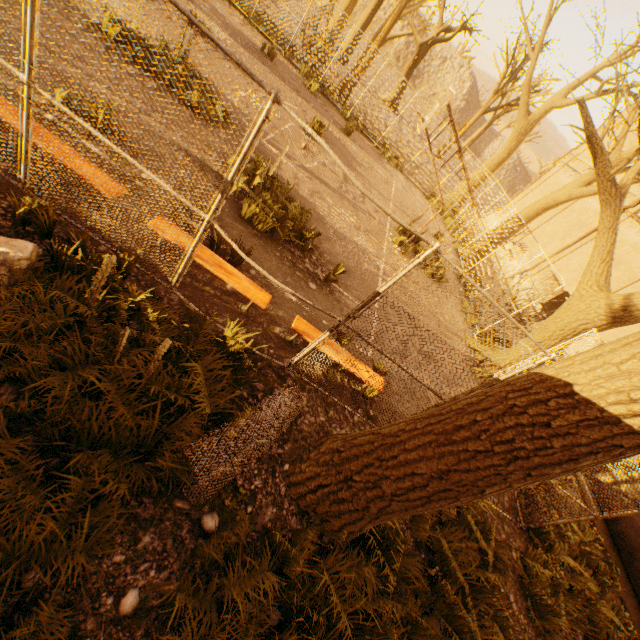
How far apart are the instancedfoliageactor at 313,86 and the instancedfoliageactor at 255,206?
11.42m

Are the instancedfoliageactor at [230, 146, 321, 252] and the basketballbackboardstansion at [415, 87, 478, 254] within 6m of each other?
yes

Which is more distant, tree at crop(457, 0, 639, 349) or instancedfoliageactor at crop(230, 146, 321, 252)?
tree at crop(457, 0, 639, 349)

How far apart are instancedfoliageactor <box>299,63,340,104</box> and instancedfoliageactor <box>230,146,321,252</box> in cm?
1142

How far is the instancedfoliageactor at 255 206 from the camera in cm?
649

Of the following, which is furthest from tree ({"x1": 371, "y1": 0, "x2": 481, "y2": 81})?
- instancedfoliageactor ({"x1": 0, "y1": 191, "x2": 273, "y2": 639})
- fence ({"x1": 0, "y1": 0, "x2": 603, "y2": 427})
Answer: instancedfoliageactor ({"x1": 0, "y1": 191, "x2": 273, "y2": 639})

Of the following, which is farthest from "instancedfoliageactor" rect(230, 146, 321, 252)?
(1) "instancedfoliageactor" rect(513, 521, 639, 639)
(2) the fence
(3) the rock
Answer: (1) "instancedfoliageactor" rect(513, 521, 639, 639)

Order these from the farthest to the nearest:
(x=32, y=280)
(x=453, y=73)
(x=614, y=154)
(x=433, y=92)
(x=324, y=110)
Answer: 1. (x=453, y=73)
2. (x=433, y=92)
3. (x=324, y=110)
4. (x=614, y=154)
5. (x=32, y=280)
